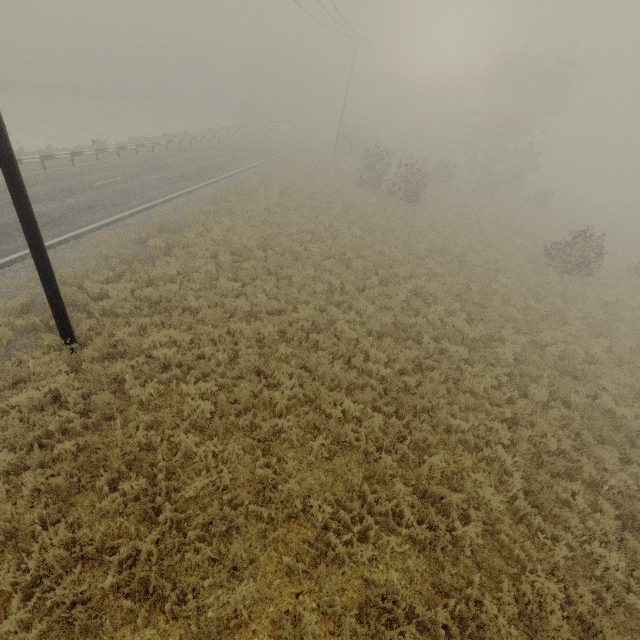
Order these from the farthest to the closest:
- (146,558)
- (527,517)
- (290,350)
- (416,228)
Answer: (416,228) < (290,350) < (527,517) < (146,558)
